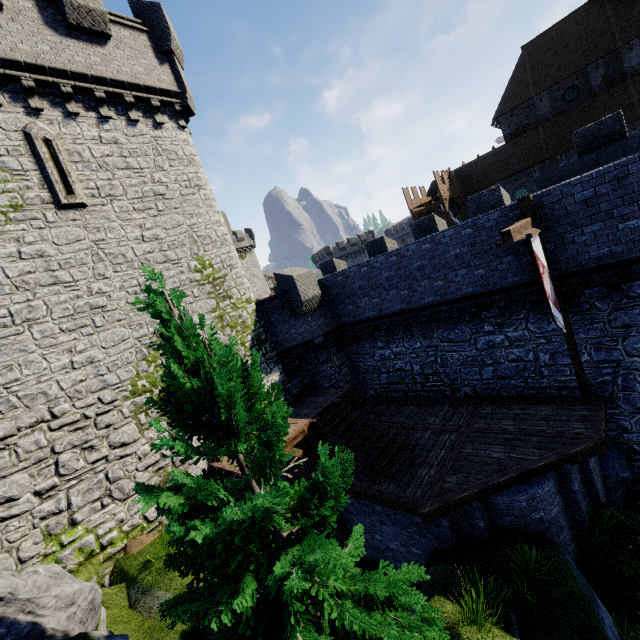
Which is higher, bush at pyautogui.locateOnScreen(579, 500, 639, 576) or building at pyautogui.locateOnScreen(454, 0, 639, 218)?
building at pyautogui.locateOnScreen(454, 0, 639, 218)

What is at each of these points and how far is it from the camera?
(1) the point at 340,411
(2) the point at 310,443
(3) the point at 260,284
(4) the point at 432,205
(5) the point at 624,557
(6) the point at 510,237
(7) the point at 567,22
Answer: (1) stairs, 13.03m
(2) wooden support, 12.01m
(3) building, 54.97m
(4) walkway, 29.14m
(5) bush, 7.90m
(6) wooden beam, 7.53m
(7) building, 28.86m

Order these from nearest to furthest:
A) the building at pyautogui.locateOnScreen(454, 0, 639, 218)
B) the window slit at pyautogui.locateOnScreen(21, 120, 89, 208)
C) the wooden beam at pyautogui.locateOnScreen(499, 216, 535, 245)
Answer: the wooden beam at pyautogui.locateOnScreen(499, 216, 535, 245), the window slit at pyautogui.locateOnScreen(21, 120, 89, 208), the building at pyautogui.locateOnScreen(454, 0, 639, 218)

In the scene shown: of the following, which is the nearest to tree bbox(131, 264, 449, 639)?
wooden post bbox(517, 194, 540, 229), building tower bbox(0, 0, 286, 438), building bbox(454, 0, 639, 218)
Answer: building tower bbox(0, 0, 286, 438)

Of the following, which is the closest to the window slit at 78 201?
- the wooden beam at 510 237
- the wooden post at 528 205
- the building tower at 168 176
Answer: the building tower at 168 176

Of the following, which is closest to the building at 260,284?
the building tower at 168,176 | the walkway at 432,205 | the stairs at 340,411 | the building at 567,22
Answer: the building tower at 168,176

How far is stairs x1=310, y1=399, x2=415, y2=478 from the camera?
10.8 meters

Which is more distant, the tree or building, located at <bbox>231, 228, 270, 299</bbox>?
building, located at <bbox>231, 228, 270, 299</bbox>
